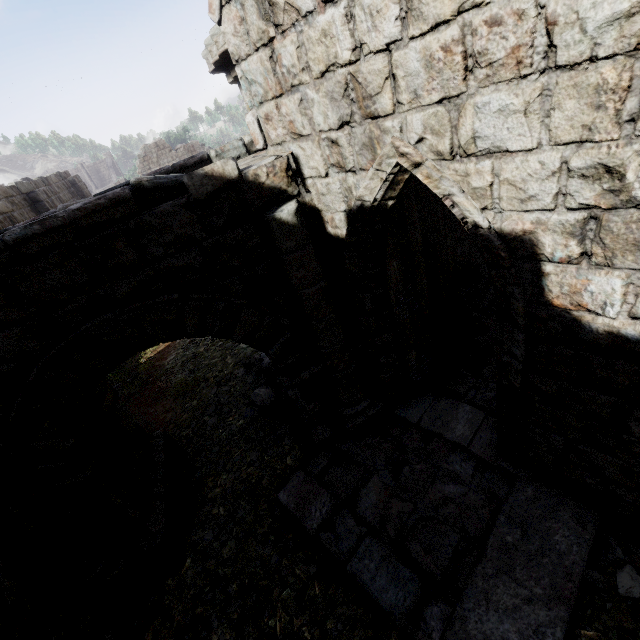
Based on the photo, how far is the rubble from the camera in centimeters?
650cm

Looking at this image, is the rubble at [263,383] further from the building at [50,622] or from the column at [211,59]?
the building at [50,622]

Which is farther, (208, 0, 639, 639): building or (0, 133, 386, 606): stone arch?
(0, 133, 386, 606): stone arch

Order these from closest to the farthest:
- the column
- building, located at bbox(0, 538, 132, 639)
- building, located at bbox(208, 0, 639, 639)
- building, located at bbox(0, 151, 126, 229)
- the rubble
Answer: building, located at bbox(208, 0, 639, 639) < building, located at bbox(0, 538, 132, 639) < the column < the rubble < building, located at bbox(0, 151, 126, 229)

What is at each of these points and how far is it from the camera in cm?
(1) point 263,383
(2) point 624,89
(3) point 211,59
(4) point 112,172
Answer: (1) rubble, 773
(2) building, 171
(3) column, 430
(4) building, 5612

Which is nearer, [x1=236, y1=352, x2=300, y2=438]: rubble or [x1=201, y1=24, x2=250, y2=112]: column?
[x1=201, y1=24, x2=250, y2=112]: column

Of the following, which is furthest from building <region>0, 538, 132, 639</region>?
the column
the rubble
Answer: the rubble

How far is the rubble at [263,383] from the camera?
6.50m
